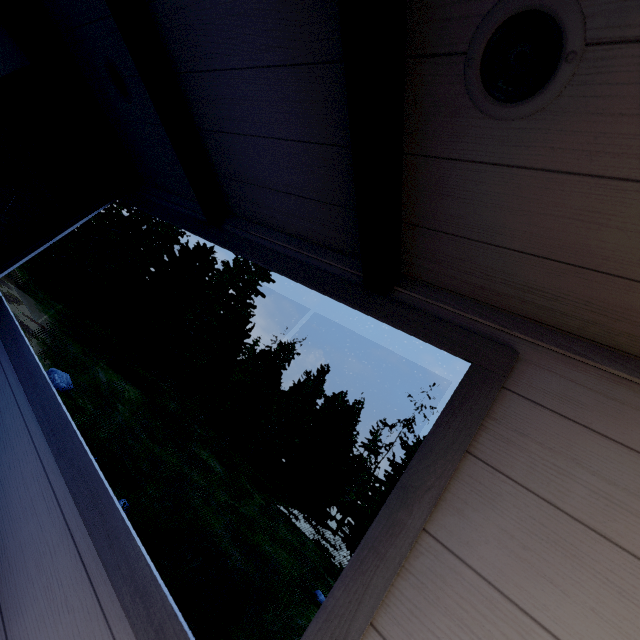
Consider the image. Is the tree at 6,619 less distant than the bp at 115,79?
Yes

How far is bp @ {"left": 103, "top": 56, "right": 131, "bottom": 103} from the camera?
1.7m

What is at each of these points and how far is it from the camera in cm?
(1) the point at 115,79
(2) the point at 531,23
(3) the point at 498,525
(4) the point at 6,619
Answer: (1) bp, 178
(2) bp, 60
(3) tree, 73
(4) tree, 87

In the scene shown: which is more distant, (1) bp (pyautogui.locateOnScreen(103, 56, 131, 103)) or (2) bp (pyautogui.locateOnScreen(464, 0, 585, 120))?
(1) bp (pyautogui.locateOnScreen(103, 56, 131, 103))

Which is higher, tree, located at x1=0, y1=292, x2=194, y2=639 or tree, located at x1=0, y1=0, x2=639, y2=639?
tree, located at x1=0, y1=0, x2=639, y2=639

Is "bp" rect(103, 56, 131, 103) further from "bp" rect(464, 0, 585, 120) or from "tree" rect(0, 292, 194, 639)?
"bp" rect(464, 0, 585, 120)

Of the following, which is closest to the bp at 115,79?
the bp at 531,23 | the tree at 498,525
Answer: the tree at 498,525

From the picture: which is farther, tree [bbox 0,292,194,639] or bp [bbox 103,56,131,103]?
bp [bbox 103,56,131,103]
